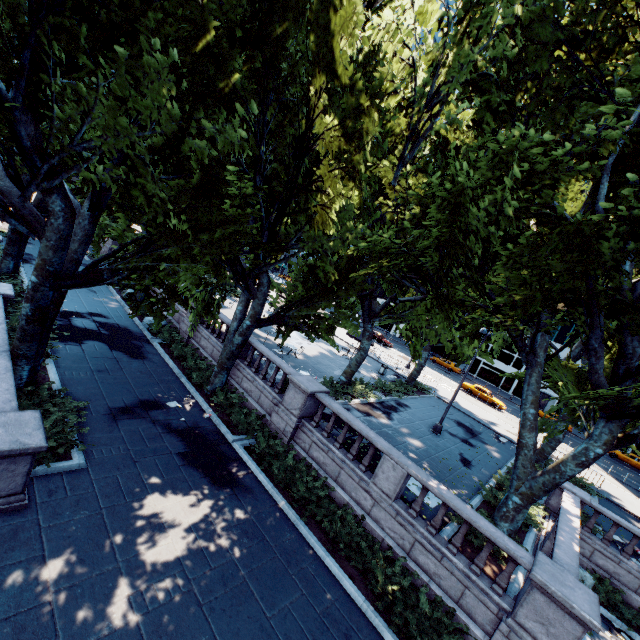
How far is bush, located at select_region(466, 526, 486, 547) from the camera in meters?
10.7 m

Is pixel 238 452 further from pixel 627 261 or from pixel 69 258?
pixel 627 261

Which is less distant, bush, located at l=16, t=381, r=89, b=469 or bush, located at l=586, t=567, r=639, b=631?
bush, located at l=16, t=381, r=89, b=469

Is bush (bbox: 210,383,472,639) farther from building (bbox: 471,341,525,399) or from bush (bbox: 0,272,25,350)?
building (bbox: 471,341,525,399)

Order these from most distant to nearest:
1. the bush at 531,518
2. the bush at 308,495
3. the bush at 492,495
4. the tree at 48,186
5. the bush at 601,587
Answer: the bush at 492,495
the bush at 531,518
the bush at 601,587
the bush at 308,495
the tree at 48,186

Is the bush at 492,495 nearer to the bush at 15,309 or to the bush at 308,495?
the bush at 308,495

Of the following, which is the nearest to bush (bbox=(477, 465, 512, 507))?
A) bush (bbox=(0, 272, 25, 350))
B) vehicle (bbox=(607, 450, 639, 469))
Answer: bush (bbox=(0, 272, 25, 350))

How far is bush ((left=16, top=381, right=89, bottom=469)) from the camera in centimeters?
898cm
